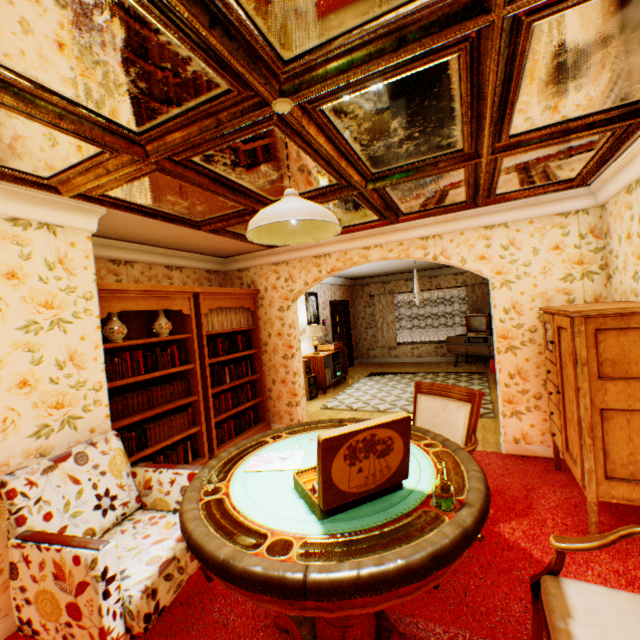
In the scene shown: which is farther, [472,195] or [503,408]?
[503,408]

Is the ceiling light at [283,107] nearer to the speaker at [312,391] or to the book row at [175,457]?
the book row at [175,457]

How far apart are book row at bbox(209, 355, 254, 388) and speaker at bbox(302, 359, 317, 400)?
2.2 meters

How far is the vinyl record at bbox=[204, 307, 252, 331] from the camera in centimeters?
463cm

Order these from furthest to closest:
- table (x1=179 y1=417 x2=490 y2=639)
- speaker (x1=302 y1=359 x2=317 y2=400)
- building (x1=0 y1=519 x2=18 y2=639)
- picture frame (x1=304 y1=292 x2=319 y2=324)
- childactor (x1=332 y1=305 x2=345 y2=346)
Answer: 1. childactor (x1=332 y1=305 x2=345 y2=346)
2. picture frame (x1=304 y1=292 x2=319 y2=324)
3. speaker (x1=302 y1=359 x2=317 y2=400)
4. building (x1=0 y1=519 x2=18 y2=639)
5. table (x1=179 y1=417 x2=490 y2=639)

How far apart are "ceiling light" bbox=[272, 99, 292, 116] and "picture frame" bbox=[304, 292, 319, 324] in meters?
7.0 m

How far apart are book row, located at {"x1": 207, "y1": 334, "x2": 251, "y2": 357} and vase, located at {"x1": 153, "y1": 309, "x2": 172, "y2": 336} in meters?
0.7

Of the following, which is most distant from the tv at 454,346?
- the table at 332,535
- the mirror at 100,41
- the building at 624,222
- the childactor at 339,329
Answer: the table at 332,535
